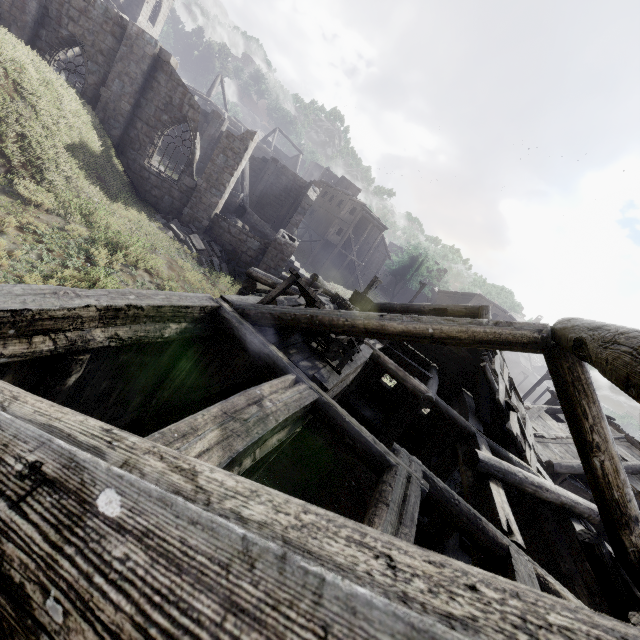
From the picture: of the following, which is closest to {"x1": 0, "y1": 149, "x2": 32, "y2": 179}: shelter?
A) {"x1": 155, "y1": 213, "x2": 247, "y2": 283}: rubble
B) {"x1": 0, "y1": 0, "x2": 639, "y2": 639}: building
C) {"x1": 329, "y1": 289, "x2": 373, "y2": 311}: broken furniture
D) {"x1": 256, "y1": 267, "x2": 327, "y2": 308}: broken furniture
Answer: {"x1": 0, "y1": 0, "x2": 639, "y2": 639}: building

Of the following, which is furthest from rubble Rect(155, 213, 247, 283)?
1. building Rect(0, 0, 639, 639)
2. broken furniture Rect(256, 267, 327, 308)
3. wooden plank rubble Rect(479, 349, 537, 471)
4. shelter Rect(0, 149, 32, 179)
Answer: wooden plank rubble Rect(479, 349, 537, 471)

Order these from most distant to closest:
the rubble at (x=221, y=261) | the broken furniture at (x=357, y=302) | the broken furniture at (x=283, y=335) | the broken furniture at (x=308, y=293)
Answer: the rubble at (x=221, y=261) < the broken furniture at (x=357, y=302) < the broken furniture at (x=308, y=293) < the broken furniture at (x=283, y=335)

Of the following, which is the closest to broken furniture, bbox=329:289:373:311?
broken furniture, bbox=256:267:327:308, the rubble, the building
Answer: the building

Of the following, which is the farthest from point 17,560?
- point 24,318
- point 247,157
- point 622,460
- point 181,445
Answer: point 622,460

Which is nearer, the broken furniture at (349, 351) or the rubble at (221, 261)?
the broken furniture at (349, 351)

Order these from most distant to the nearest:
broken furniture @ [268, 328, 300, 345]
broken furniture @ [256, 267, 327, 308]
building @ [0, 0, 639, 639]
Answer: broken furniture @ [256, 267, 327, 308] → broken furniture @ [268, 328, 300, 345] → building @ [0, 0, 639, 639]

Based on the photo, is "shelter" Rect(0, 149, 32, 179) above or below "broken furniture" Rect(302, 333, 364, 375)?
below
